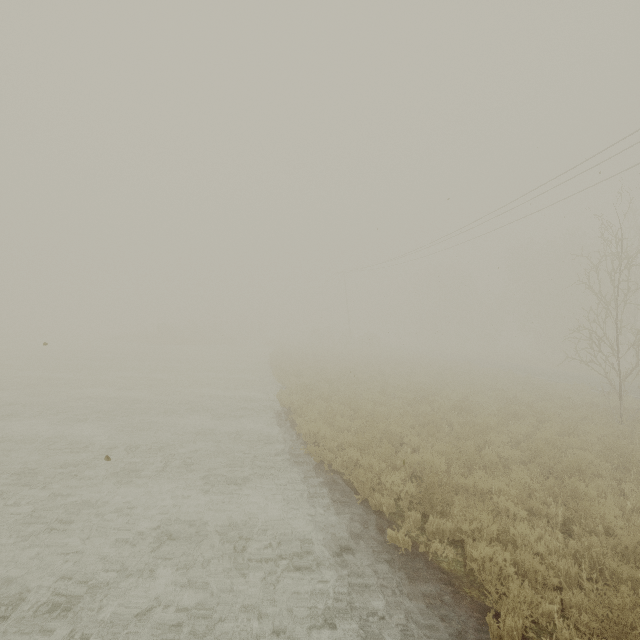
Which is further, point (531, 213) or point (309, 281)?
point (309, 281)
